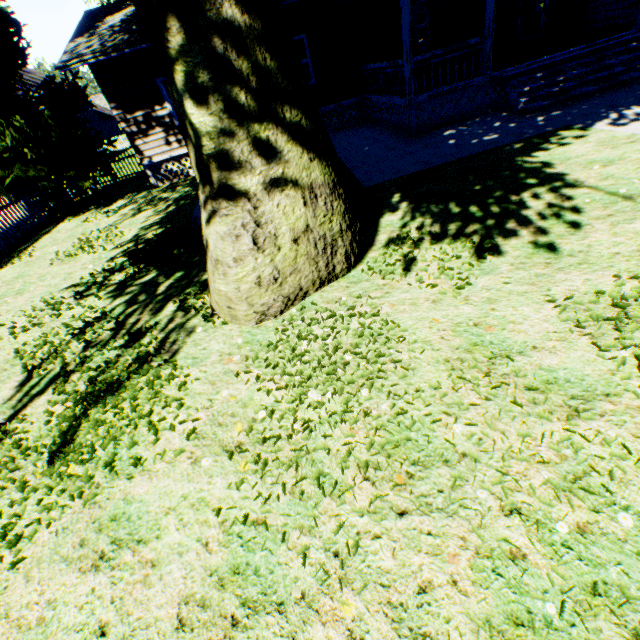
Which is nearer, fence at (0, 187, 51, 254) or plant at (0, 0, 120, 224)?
plant at (0, 0, 120, 224)

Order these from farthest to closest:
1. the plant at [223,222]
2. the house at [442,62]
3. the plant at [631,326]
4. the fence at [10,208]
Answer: the fence at [10,208] → the house at [442,62] → the plant at [223,222] → the plant at [631,326]

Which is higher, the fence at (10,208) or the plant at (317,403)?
the fence at (10,208)

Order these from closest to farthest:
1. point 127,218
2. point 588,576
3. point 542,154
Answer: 1. point 588,576
2. point 542,154
3. point 127,218

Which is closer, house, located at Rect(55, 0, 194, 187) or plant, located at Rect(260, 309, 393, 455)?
plant, located at Rect(260, 309, 393, 455)

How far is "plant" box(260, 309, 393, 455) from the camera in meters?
3.0

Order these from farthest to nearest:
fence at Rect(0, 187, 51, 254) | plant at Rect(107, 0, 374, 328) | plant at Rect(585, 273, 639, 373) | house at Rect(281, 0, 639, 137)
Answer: fence at Rect(0, 187, 51, 254), house at Rect(281, 0, 639, 137), plant at Rect(107, 0, 374, 328), plant at Rect(585, 273, 639, 373)

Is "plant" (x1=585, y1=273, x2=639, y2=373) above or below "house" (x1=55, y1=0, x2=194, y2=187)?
below
